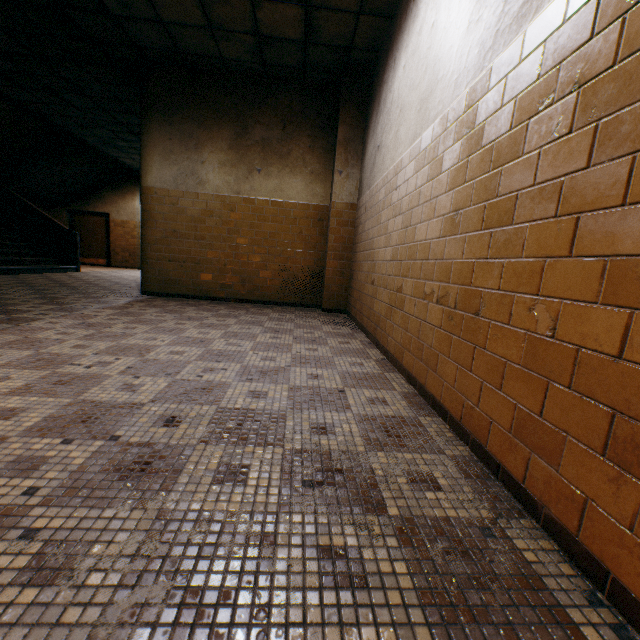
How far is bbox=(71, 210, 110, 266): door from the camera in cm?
1338

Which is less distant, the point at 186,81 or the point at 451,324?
the point at 451,324

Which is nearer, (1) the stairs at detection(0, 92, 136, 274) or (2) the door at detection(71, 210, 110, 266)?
(1) the stairs at detection(0, 92, 136, 274)

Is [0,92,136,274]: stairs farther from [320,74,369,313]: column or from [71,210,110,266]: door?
[320,74,369,313]: column

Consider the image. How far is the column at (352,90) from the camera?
5.4 meters

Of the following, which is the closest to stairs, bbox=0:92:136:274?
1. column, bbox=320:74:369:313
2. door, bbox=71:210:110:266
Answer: door, bbox=71:210:110:266

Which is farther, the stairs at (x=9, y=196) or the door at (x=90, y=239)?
the door at (x=90, y=239)
